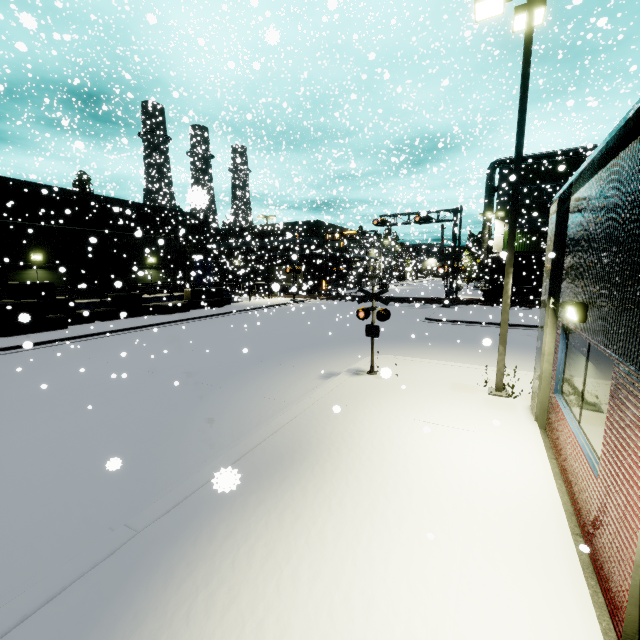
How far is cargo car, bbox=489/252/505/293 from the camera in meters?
26.4 m

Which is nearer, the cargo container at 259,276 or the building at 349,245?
the cargo container at 259,276

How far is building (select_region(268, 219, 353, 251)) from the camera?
40.89m

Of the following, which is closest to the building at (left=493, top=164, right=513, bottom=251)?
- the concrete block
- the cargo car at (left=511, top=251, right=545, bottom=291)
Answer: the concrete block

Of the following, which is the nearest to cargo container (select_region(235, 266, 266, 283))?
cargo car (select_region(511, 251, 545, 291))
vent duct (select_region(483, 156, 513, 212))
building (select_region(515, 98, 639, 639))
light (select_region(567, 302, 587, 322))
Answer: building (select_region(515, 98, 639, 639))

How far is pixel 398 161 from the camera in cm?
1517

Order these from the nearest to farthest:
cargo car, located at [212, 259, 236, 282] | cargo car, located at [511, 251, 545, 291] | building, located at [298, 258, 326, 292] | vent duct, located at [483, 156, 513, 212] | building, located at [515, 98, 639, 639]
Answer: building, located at [515, 98, 639, 639]
cargo car, located at [511, 251, 545, 291]
vent duct, located at [483, 156, 513, 212]
cargo car, located at [212, 259, 236, 282]
building, located at [298, 258, 326, 292]

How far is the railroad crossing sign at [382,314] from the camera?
10.0m
